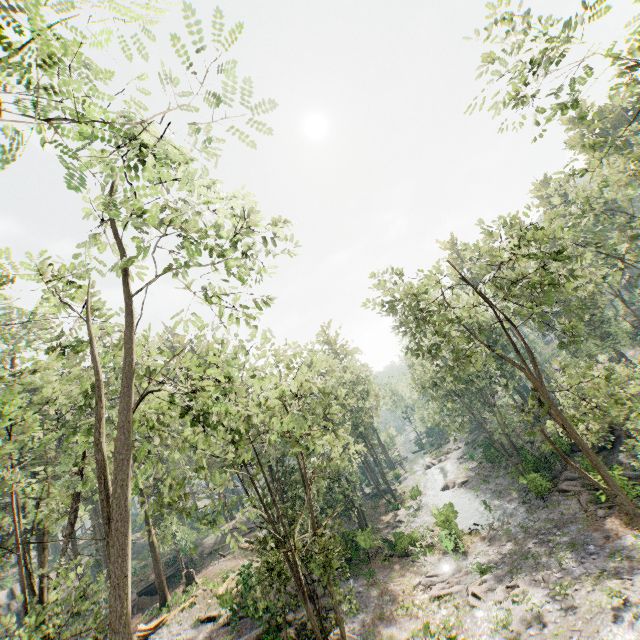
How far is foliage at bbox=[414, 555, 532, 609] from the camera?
18.7 meters

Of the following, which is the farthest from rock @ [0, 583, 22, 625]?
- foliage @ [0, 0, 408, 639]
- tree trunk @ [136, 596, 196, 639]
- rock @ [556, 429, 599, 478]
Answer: rock @ [556, 429, 599, 478]

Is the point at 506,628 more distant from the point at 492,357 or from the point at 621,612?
the point at 492,357

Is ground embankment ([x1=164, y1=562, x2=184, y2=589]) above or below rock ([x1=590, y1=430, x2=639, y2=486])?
above

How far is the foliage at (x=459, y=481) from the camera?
40.7 meters

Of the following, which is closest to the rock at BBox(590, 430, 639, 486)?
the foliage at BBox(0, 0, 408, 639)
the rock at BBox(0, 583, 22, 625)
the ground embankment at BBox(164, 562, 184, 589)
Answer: the foliage at BBox(0, 0, 408, 639)

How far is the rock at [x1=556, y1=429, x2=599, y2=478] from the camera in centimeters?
2550cm

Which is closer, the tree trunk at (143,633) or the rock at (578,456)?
the tree trunk at (143,633)
